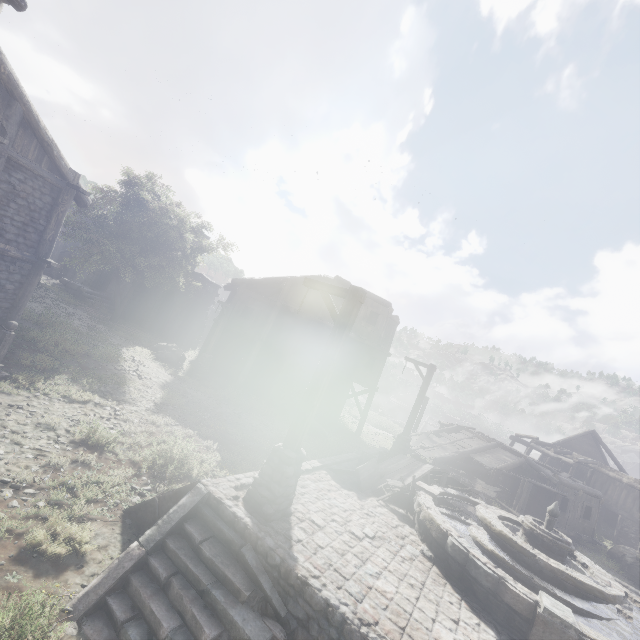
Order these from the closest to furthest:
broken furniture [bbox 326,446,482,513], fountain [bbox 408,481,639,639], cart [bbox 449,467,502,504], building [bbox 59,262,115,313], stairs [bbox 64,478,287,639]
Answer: stairs [bbox 64,478,287,639] < fountain [bbox 408,481,639,639] < broken furniture [bbox 326,446,482,513] < cart [bbox 449,467,502,504] < building [bbox 59,262,115,313]

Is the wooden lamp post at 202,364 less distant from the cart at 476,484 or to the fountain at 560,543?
the fountain at 560,543

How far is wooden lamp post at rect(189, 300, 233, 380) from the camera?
20.2m

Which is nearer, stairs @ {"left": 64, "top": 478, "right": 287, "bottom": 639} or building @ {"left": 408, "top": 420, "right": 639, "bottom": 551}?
stairs @ {"left": 64, "top": 478, "right": 287, "bottom": 639}

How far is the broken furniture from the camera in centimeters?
946cm

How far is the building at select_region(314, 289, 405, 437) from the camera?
21.2 meters

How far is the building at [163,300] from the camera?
28.8m

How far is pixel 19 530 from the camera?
5.42m
